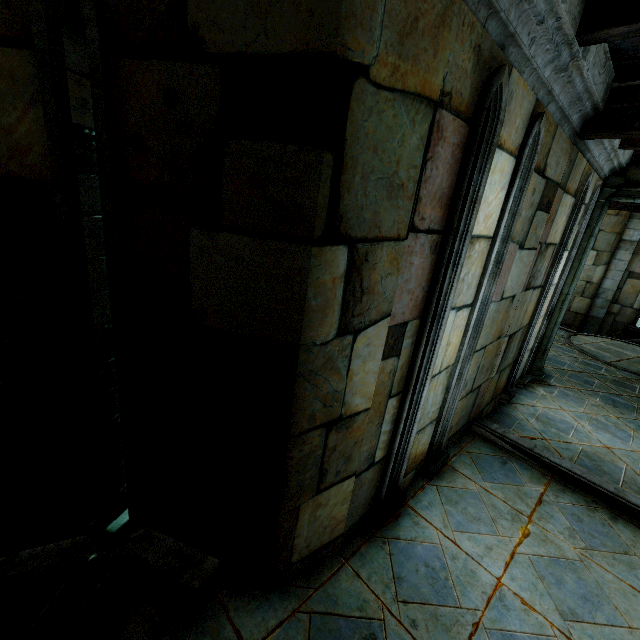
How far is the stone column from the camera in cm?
543

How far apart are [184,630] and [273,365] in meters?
2.0

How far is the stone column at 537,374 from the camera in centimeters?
543cm
